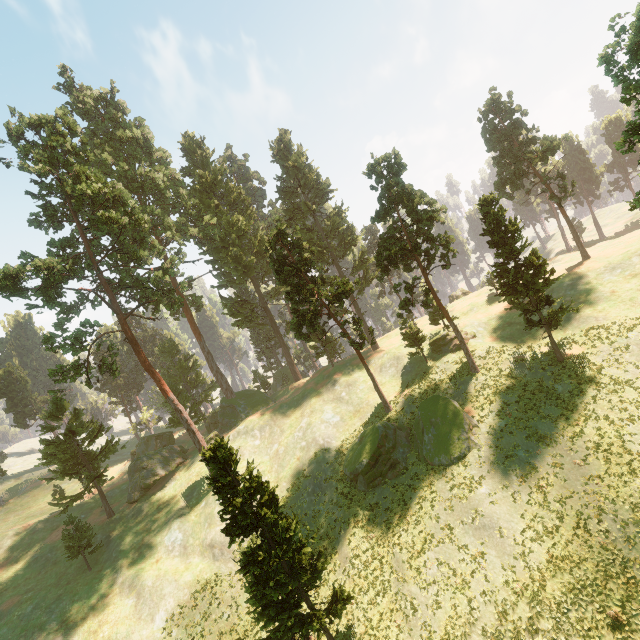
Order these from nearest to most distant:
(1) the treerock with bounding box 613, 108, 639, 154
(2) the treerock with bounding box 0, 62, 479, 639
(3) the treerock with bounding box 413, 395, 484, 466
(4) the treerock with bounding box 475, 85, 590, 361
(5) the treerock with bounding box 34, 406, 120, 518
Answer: (1) the treerock with bounding box 613, 108, 639, 154 < (2) the treerock with bounding box 0, 62, 479, 639 < (3) the treerock with bounding box 413, 395, 484, 466 < (4) the treerock with bounding box 475, 85, 590, 361 < (5) the treerock with bounding box 34, 406, 120, 518

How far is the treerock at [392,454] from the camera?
29.2m

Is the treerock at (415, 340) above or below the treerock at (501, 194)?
below

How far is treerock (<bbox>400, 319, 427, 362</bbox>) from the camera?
38.2m

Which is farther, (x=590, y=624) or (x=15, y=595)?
(x=15, y=595)

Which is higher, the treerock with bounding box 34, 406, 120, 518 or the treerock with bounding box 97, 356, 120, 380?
the treerock with bounding box 97, 356, 120, 380
